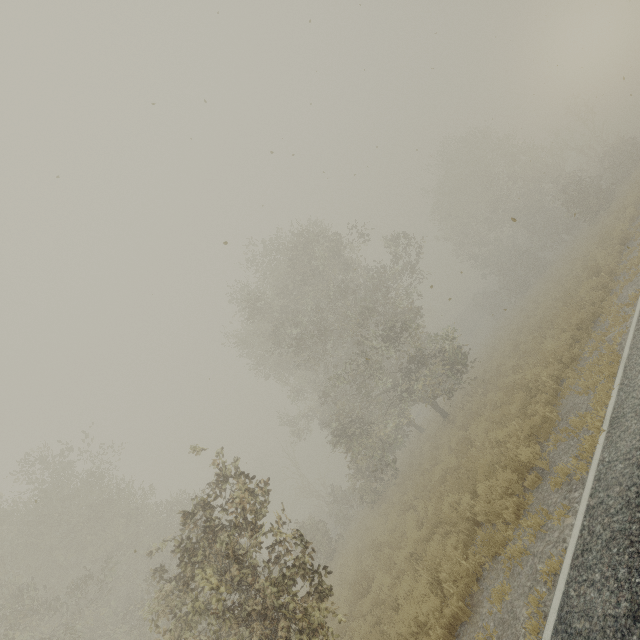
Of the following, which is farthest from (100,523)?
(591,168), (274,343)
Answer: (591,168)
